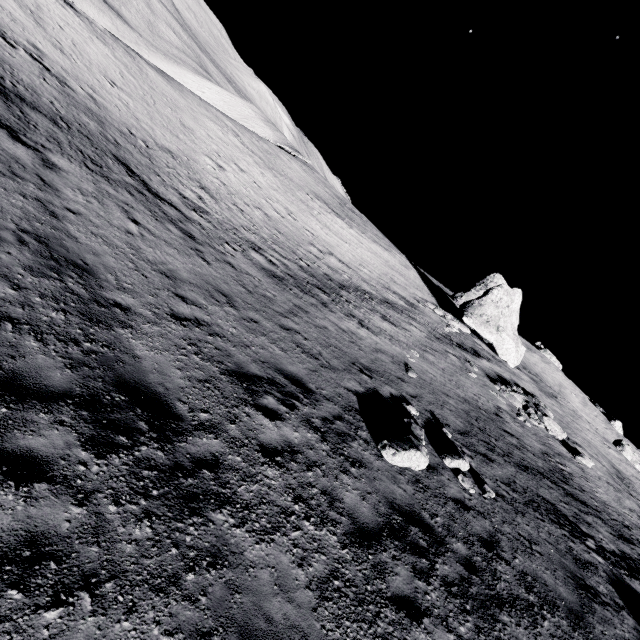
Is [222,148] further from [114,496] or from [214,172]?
[114,496]

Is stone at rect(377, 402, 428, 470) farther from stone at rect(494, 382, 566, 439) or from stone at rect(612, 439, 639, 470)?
stone at rect(612, 439, 639, 470)

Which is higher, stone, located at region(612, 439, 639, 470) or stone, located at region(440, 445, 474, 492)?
stone, located at region(612, 439, 639, 470)

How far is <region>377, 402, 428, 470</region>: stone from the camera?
8.2 meters

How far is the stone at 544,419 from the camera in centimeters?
1830cm

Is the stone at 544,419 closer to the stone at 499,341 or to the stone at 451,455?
the stone at 499,341

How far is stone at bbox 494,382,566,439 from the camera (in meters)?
18.30

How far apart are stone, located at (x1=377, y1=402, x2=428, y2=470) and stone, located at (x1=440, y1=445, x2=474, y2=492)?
0.77m
